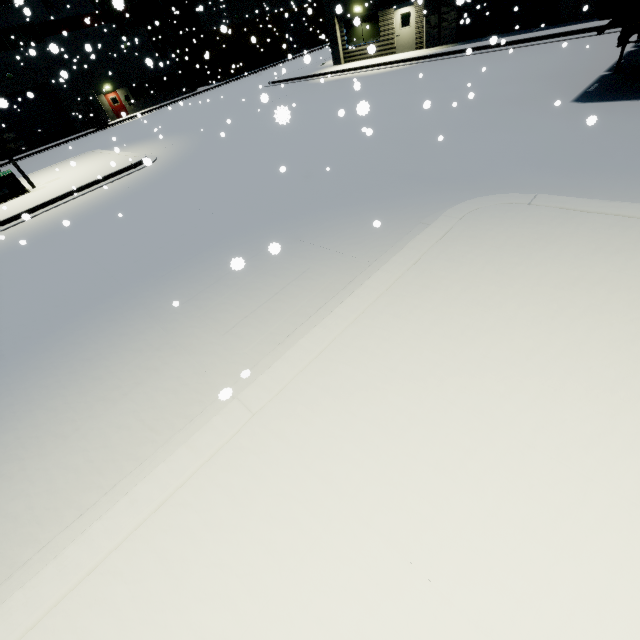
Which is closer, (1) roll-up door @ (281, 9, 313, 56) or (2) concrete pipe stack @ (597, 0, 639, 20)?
(2) concrete pipe stack @ (597, 0, 639, 20)

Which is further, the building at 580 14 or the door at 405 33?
the door at 405 33

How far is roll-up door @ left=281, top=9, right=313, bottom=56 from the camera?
45.7 meters

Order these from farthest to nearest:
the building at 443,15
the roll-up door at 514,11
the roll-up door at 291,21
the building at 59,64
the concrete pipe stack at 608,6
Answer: the roll-up door at 291,21
the building at 59,64
the building at 443,15
the roll-up door at 514,11
the concrete pipe stack at 608,6

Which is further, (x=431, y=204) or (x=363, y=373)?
(x=431, y=204)

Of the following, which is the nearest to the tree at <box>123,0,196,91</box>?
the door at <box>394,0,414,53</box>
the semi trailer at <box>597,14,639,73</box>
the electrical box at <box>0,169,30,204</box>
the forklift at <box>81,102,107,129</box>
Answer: the forklift at <box>81,102,107,129</box>

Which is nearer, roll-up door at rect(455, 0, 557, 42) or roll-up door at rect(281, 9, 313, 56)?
roll-up door at rect(455, 0, 557, 42)

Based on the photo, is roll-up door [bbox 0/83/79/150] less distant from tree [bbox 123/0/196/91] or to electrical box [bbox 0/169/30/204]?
tree [bbox 123/0/196/91]
